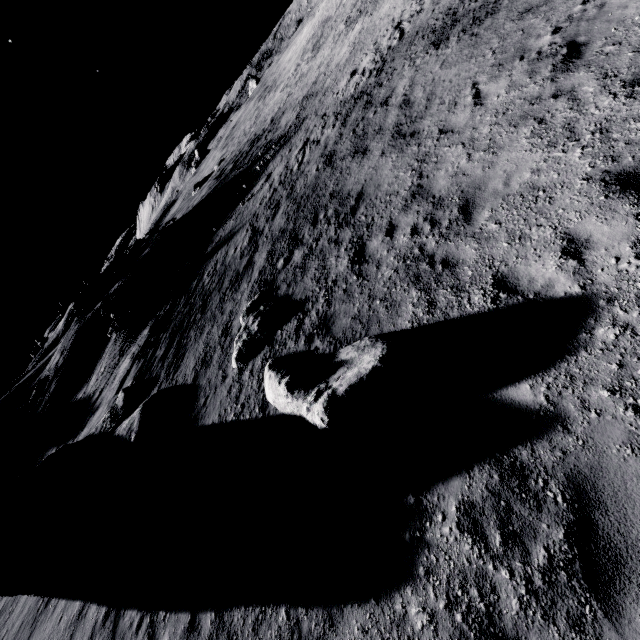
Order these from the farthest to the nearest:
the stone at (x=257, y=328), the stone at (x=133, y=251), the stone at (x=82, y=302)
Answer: the stone at (x=133, y=251), the stone at (x=82, y=302), the stone at (x=257, y=328)

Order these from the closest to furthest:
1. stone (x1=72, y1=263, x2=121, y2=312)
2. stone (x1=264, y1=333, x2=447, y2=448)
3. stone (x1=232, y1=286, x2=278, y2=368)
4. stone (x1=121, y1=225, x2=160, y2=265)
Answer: stone (x1=264, y1=333, x2=447, y2=448), stone (x1=232, y1=286, x2=278, y2=368), stone (x1=72, y1=263, x2=121, y2=312), stone (x1=121, y1=225, x2=160, y2=265)

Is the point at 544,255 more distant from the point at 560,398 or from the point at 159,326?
the point at 159,326

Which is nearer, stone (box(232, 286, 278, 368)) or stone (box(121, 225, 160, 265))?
stone (box(232, 286, 278, 368))

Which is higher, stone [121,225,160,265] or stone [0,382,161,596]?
stone [121,225,160,265]

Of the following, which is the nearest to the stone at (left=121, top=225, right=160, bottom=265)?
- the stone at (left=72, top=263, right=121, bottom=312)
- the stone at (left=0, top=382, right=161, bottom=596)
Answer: the stone at (left=72, top=263, right=121, bottom=312)

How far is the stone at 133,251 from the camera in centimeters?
2995cm

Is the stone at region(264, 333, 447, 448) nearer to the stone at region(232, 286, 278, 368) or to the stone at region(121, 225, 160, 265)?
the stone at region(232, 286, 278, 368)
